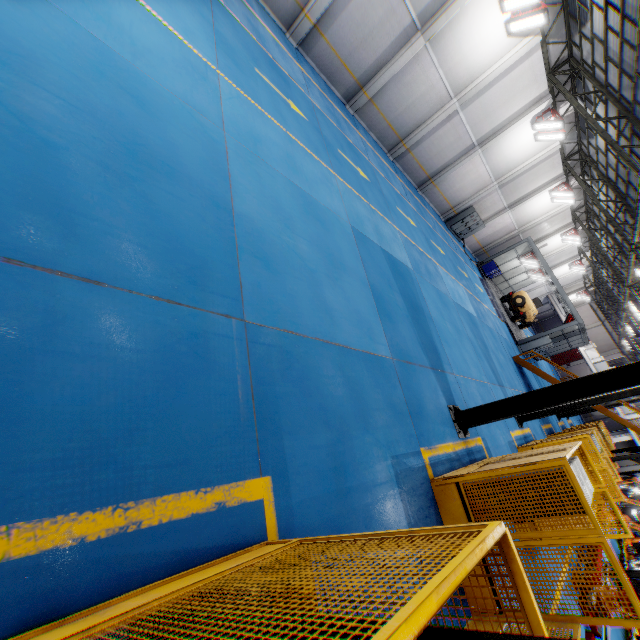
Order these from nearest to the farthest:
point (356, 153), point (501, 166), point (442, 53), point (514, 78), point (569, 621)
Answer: point (569, 621) < point (356, 153) < point (442, 53) < point (514, 78) < point (501, 166)

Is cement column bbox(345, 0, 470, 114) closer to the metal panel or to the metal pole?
the metal panel

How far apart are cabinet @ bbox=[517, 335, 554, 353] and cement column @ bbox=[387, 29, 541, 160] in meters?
17.3 m

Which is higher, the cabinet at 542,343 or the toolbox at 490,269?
the cabinet at 542,343

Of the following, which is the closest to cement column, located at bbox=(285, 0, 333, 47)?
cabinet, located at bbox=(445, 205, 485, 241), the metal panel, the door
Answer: the metal panel

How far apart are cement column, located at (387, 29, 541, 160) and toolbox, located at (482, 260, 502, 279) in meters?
14.5

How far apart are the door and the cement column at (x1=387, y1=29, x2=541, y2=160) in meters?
47.8 m

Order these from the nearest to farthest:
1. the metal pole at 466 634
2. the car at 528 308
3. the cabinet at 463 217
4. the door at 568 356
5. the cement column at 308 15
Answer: the metal pole at 466 634 < the cement column at 308 15 < the cabinet at 463 217 < the car at 528 308 < the door at 568 356
